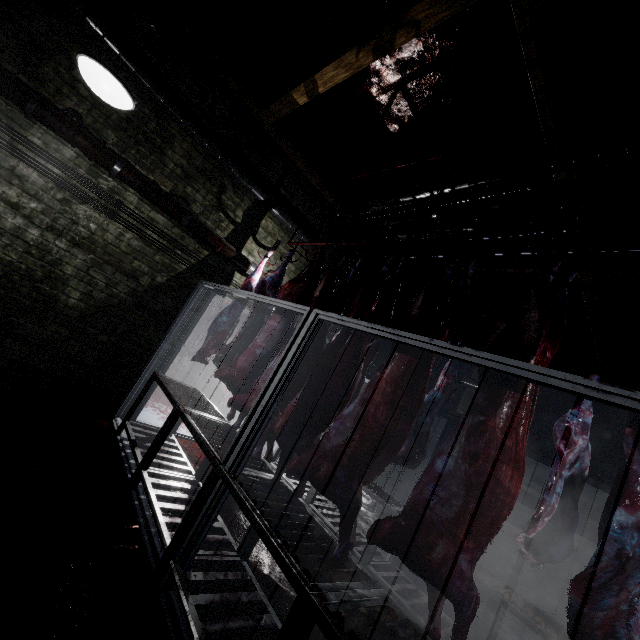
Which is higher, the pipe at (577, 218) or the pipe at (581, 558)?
the pipe at (577, 218)

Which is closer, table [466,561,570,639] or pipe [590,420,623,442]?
table [466,561,570,639]

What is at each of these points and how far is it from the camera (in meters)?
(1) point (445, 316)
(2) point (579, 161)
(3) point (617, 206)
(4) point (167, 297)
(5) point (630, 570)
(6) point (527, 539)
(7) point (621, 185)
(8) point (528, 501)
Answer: (1) meat, 2.03
(2) pipe, 2.58
(3) pipe, 2.90
(4) door, 4.00
(5) meat, 0.96
(6) meat, 2.77
(7) pipe, 2.59
(8) pipe, 5.44

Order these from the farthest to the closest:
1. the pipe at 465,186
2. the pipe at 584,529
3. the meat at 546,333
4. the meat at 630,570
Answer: the pipe at 584,529, the pipe at 465,186, the meat at 546,333, the meat at 630,570

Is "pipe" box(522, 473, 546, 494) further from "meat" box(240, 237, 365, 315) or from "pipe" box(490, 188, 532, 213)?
"meat" box(240, 237, 365, 315)

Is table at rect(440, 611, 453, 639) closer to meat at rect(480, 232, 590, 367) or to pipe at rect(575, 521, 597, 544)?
meat at rect(480, 232, 590, 367)

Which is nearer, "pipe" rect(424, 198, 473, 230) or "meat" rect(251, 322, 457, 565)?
"meat" rect(251, 322, 457, 565)

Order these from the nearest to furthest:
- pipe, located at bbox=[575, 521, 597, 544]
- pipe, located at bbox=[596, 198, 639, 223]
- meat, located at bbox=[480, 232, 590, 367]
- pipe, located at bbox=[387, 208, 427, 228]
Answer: meat, located at bbox=[480, 232, 590, 367] < pipe, located at bbox=[596, 198, 639, 223] < pipe, located at bbox=[387, 208, 427, 228] < pipe, located at bbox=[575, 521, 597, 544]
